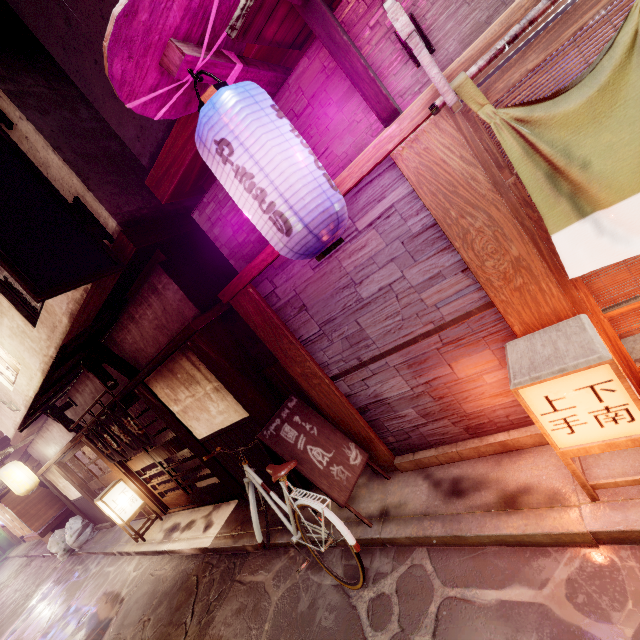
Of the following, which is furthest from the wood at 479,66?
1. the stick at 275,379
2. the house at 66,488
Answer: the house at 66,488

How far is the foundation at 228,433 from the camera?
8.8m

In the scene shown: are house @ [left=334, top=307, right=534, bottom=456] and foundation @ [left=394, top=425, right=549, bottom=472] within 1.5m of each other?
yes

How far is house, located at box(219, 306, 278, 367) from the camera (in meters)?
8.50

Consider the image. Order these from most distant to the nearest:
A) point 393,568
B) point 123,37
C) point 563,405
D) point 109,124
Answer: point 109,124 → point 393,568 → point 563,405 → point 123,37

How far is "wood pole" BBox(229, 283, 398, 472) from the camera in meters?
6.5 m

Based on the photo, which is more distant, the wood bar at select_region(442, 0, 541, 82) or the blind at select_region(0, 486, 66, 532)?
the blind at select_region(0, 486, 66, 532)

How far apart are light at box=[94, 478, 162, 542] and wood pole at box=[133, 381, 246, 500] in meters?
6.2 m
